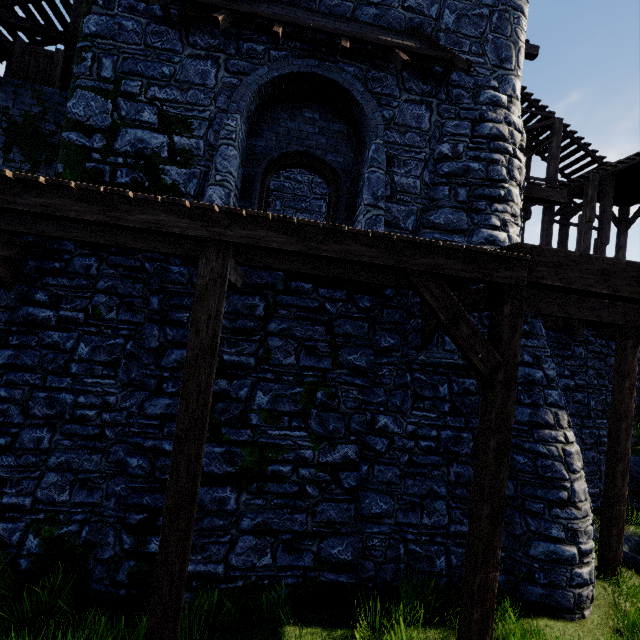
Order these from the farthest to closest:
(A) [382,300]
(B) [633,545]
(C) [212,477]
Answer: (B) [633,545], (A) [382,300], (C) [212,477]

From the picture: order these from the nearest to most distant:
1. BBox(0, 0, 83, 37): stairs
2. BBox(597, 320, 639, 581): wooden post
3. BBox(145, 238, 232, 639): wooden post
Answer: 1. BBox(145, 238, 232, 639): wooden post
2. BBox(597, 320, 639, 581): wooden post
3. BBox(0, 0, 83, 37): stairs

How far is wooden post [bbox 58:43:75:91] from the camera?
9.6 meters

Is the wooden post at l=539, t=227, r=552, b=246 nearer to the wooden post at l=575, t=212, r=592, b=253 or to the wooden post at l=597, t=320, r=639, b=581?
the wooden post at l=575, t=212, r=592, b=253

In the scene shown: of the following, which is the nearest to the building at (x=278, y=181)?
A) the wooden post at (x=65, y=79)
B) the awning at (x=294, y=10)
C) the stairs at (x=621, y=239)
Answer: the awning at (x=294, y=10)

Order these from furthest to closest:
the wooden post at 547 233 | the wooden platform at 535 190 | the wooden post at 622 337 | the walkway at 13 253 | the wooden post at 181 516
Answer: the wooden post at 547 233 → the wooden platform at 535 190 → the wooden post at 622 337 → the walkway at 13 253 → the wooden post at 181 516

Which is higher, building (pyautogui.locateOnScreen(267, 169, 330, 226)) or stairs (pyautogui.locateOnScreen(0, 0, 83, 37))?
stairs (pyautogui.locateOnScreen(0, 0, 83, 37))

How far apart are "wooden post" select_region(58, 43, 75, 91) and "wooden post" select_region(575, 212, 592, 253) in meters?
16.7
